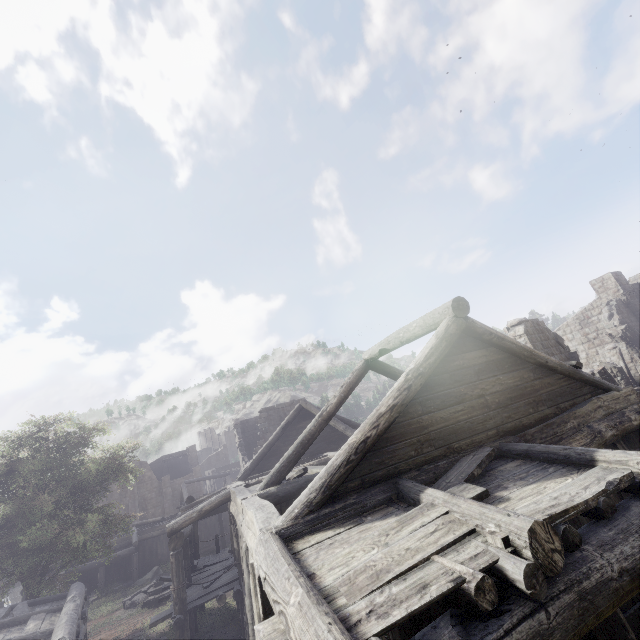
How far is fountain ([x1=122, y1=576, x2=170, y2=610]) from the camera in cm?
1952

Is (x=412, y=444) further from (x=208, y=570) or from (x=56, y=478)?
(x=56, y=478)

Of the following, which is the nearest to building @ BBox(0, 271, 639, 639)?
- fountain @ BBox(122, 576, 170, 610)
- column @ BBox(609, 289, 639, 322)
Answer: column @ BBox(609, 289, 639, 322)

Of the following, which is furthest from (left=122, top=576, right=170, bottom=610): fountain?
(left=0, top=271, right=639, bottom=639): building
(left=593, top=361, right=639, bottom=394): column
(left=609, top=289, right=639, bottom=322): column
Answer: (left=609, top=289, right=639, bottom=322): column

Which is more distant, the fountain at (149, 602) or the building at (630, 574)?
the fountain at (149, 602)

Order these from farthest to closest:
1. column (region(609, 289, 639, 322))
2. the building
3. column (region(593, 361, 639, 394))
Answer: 1. column (region(609, 289, 639, 322))
2. column (region(593, 361, 639, 394))
3. the building

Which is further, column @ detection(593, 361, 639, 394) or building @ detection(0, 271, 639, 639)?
column @ detection(593, 361, 639, 394)

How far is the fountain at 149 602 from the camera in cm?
1952
